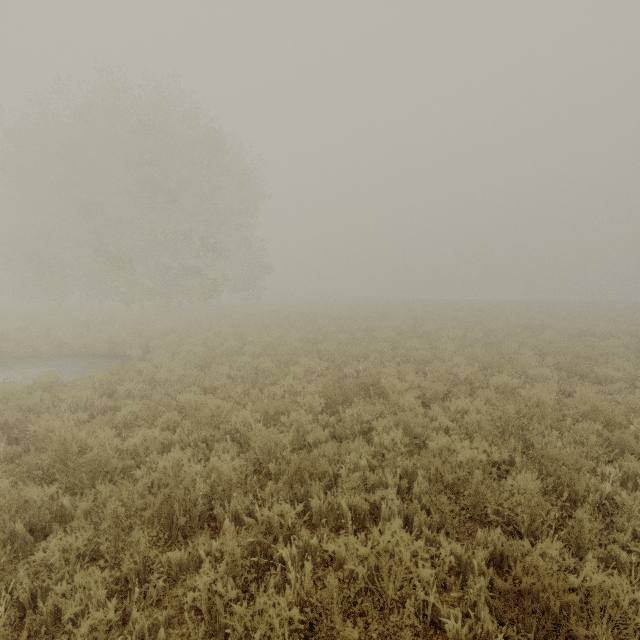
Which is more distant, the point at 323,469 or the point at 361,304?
the point at 361,304
